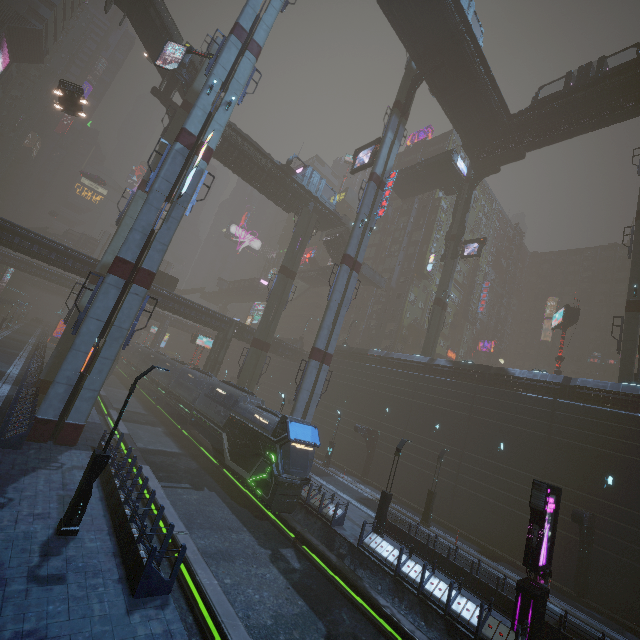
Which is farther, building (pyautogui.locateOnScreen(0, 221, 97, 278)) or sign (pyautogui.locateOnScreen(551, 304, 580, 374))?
sign (pyautogui.locateOnScreen(551, 304, 580, 374))

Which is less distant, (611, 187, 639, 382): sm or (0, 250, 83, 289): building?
(611, 187, 639, 382): sm

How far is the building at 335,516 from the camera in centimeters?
1803cm

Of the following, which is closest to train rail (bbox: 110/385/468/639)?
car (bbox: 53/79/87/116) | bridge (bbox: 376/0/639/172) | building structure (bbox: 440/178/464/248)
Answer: car (bbox: 53/79/87/116)

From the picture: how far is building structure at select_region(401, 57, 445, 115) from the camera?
31.8m

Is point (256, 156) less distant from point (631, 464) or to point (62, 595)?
point (62, 595)

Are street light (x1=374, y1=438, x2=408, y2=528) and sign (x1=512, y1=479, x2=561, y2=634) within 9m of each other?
yes

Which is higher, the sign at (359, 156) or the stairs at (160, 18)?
the stairs at (160, 18)
